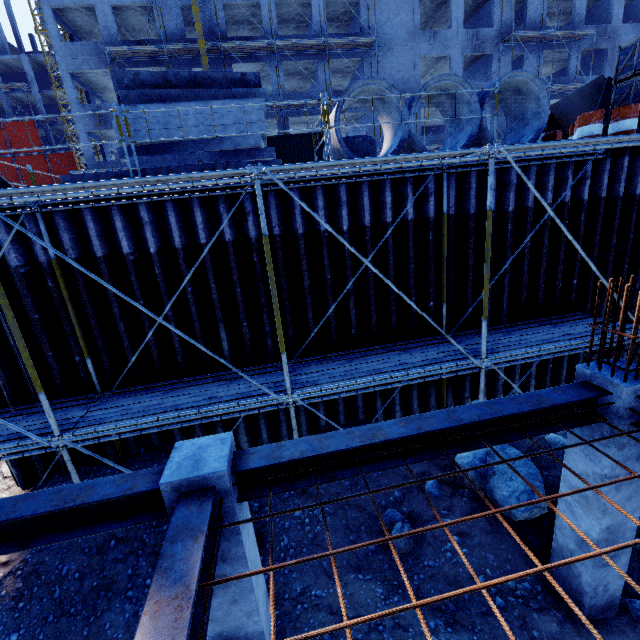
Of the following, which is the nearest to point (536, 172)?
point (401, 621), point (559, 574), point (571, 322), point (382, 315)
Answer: point (571, 322)

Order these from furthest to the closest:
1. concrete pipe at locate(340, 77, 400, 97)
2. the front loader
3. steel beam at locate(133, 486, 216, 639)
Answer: the front loader → concrete pipe at locate(340, 77, 400, 97) → steel beam at locate(133, 486, 216, 639)

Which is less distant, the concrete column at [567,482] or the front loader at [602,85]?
the concrete column at [567,482]

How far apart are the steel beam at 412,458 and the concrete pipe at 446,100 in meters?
5.6

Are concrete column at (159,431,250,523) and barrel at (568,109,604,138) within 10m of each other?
no

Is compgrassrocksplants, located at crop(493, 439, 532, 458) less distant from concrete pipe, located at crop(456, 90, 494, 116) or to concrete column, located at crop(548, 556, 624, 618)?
concrete column, located at crop(548, 556, 624, 618)

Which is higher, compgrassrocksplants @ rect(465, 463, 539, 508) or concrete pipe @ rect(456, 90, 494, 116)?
concrete pipe @ rect(456, 90, 494, 116)

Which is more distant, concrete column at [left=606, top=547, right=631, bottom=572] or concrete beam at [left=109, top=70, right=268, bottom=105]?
concrete beam at [left=109, top=70, right=268, bottom=105]
